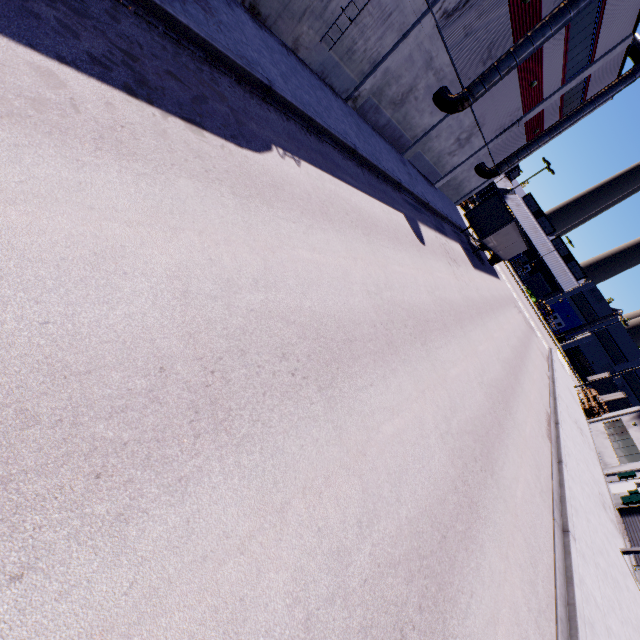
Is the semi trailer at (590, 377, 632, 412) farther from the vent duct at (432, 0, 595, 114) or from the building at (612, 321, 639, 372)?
the vent duct at (432, 0, 595, 114)

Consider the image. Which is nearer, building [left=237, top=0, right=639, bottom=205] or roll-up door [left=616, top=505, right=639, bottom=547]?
building [left=237, top=0, right=639, bottom=205]

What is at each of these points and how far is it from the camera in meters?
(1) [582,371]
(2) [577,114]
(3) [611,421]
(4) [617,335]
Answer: (1) concrete block, 55.9
(2) vent duct, 25.6
(3) building, 30.1
(4) building, 59.7

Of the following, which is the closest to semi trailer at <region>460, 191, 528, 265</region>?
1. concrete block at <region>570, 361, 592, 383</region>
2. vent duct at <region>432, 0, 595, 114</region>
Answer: concrete block at <region>570, 361, 592, 383</region>

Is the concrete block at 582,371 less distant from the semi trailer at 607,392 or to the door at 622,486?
the semi trailer at 607,392

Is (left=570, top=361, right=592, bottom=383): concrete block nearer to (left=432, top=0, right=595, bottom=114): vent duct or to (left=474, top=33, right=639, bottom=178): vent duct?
(left=474, top=33, right=639, bottom=178): vent duct

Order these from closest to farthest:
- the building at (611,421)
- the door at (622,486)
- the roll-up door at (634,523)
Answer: the roll-up door at (634,523)
the door at (622,486)
the building at (611,421)

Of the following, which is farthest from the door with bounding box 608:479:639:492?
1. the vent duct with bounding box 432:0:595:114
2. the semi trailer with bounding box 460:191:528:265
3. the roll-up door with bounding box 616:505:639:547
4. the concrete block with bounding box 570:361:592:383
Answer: the vent duct with bounding box 432:0:595:114
